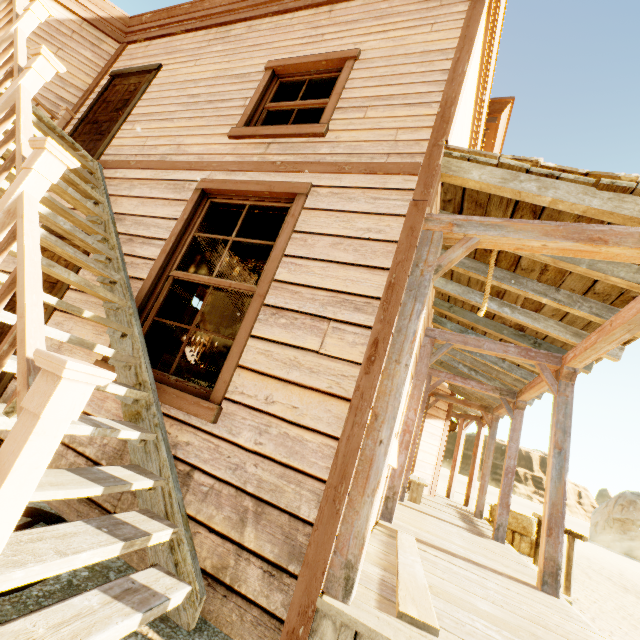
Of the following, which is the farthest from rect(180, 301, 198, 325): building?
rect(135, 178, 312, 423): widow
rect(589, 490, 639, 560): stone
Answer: rect(589, 490, 639, 560): stone

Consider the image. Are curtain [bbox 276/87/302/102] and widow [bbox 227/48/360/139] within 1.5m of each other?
yes

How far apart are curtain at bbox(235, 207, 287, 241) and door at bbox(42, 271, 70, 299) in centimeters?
118cm

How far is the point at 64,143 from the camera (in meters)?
3.82

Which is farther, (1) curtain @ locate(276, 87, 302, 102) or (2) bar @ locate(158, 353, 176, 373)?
(2) bar @ locate(158, 353, 176, 373)

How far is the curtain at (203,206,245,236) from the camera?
3.6 meters

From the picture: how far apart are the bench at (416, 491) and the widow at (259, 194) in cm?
565

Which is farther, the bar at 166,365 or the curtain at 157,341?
the bar at 166,365
